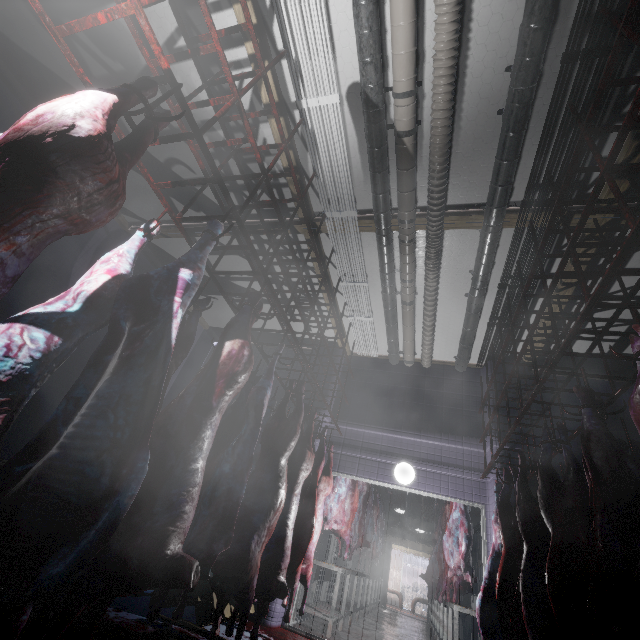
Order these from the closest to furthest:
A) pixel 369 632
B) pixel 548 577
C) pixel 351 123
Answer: pixel 548 577, pixel 351 123, pixel 369 632

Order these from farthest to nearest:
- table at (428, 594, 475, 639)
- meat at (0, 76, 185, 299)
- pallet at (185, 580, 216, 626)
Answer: table at (428, 594, 475, 639) → pallet at (185, 580, 216, 626) → meat at (0, 76, 185, 299)

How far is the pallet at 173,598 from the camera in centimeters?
325cm

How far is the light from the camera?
4.9m

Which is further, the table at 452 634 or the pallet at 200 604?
the table at 452 634

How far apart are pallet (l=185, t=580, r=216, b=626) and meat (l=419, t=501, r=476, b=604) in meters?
3.3 m

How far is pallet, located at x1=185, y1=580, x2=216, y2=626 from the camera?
3.2 meters

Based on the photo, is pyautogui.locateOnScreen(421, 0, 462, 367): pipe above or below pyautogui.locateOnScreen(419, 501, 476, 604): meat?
above
